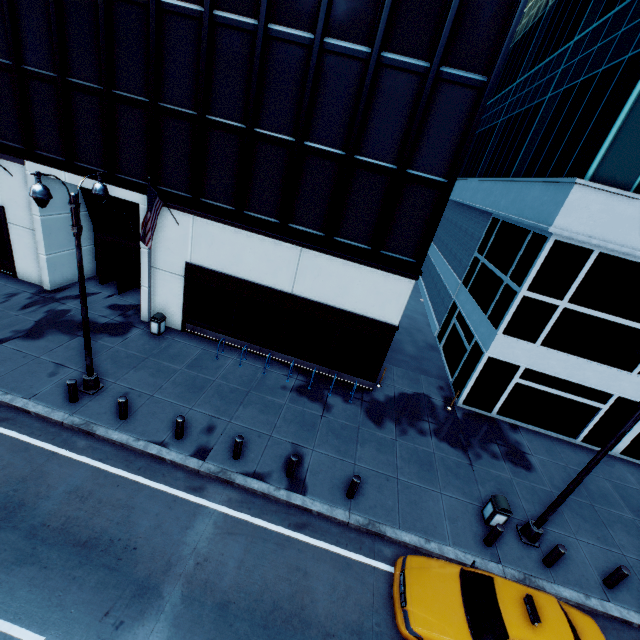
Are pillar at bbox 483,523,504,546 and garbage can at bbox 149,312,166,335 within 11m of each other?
no

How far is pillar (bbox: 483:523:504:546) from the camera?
9.9 meters

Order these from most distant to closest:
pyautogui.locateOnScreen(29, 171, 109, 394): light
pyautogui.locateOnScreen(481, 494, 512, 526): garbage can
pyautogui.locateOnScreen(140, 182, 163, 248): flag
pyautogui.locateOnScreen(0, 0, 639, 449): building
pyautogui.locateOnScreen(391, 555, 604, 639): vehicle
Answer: pyautogui.locateOnScreen(140, 182, 163, 248): flag
pyautogui.locateOnScreen(0, 0, 639, 449): building
pyautogui.locateOnScreen(481, 494, 512, 526): garbage can
pyautogui.locateOnScreen(29, 171, 109, 394): light
pyautogui.locateOnScreen(391, 555, 604, 639): vehicle

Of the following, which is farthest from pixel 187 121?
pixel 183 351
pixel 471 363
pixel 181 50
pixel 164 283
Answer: pixel 471 363

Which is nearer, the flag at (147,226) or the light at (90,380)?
the light at (90,380)

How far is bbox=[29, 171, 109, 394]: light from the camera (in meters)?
7.94

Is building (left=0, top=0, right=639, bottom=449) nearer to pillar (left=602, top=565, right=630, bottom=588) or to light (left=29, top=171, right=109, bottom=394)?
light (left=29, top=171, right=109, bottom=394)

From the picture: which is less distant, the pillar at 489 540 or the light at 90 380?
the light at 90 380
